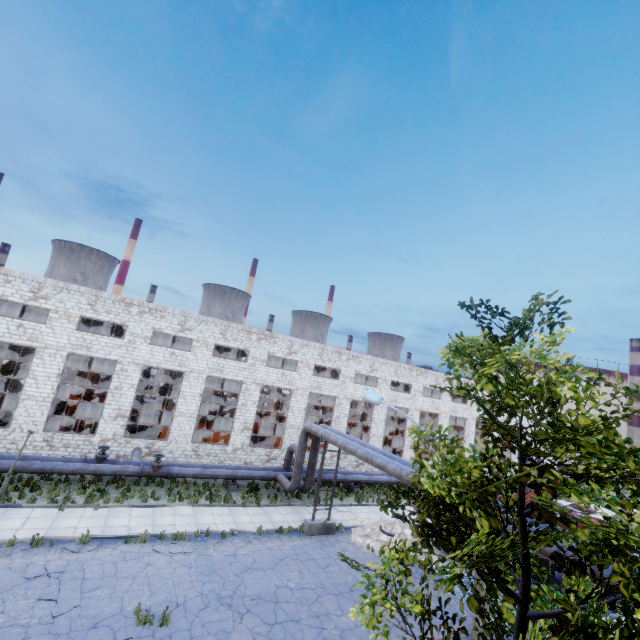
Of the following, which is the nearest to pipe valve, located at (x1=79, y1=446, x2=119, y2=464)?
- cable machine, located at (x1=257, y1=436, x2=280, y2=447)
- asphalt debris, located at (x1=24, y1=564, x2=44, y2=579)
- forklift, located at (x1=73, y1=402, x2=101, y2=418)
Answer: asphalt debris, located at (x1=24, y1=564, x2=44, y2=579)

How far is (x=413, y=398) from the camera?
34.25m

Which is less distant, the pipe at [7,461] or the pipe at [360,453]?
the pipe at [360,453]

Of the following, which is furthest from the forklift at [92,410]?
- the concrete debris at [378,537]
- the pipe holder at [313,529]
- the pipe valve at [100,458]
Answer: the concrete debris at [378,537]

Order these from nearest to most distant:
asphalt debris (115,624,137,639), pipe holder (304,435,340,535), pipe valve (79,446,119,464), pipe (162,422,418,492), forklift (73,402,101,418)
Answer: asphalt debris (115,624,137,639)
pipe (162,422,418,492)
pipe holder (304,435,340,535)
pipe valve (79,446,119,464)
forklift (73,402,101,418)

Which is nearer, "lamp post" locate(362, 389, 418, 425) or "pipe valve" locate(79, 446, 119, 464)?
"lamp post" locate(362, 389, 418, 425)

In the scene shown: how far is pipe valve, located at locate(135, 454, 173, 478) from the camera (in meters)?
18.74

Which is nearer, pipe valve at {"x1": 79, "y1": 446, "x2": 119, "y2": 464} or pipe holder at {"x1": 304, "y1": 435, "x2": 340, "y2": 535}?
pipe holder at {"x1": 304, "y1": 435, "x2": 340, "y2": 535}
